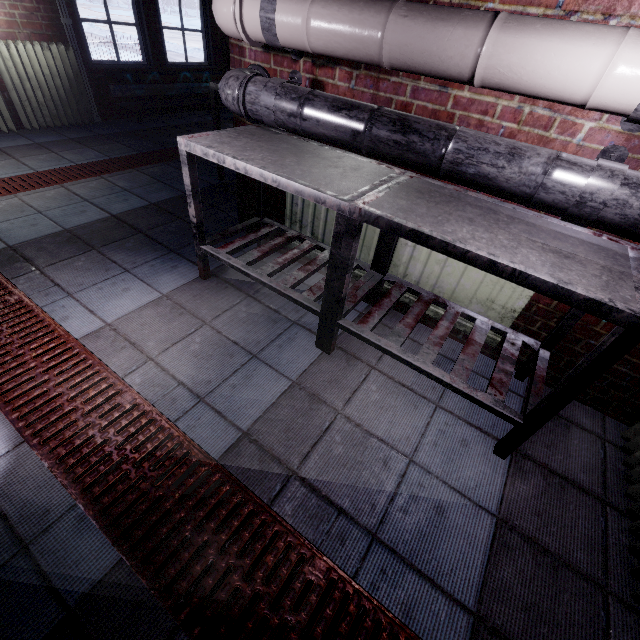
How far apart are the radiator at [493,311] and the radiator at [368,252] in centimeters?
12cm

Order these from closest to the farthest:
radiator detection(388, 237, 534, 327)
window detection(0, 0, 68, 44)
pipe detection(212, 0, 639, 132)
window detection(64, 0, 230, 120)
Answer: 1. pipe detection(212, 0, 639, 132)
2. radiator detection(388, 237, 534, 327)
3. window detection(0, 0, 68, 44)
4. window detection(64, 0, 230, 120)

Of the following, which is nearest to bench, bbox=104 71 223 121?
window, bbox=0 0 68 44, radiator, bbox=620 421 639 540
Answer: window, bbox=0 0 68 44

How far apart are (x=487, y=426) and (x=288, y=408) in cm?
98

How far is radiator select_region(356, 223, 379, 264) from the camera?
1.92m

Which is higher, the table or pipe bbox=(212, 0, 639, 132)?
pipe bbox=(212, 0, 639, 132)

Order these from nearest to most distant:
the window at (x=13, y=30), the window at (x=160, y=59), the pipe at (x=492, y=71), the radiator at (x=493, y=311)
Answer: the pipe at (x=492, y=71), the radiator at (x=493, y=311), the window at (x=13, y=30), the window at (x=160, y=59)

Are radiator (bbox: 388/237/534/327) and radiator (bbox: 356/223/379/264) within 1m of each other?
yes
